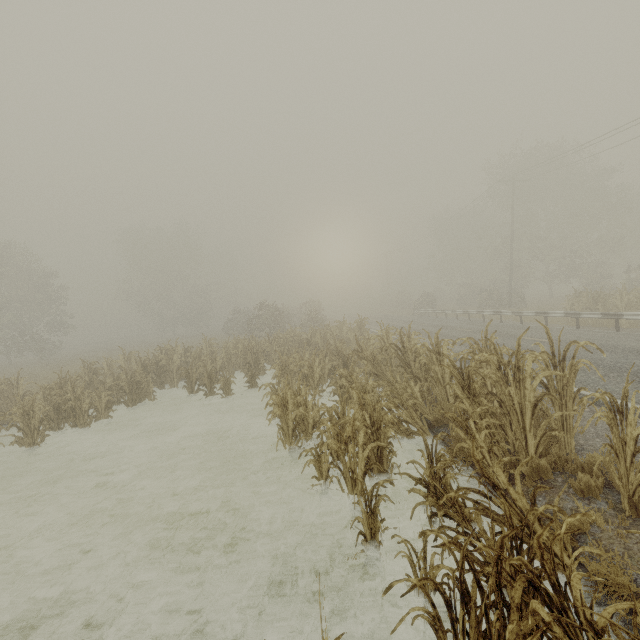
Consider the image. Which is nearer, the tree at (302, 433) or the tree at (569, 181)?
the tree at (302, 433)

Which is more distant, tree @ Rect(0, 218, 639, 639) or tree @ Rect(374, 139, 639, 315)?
tree @ Rect(374, 139, 639, 315)

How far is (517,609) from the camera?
2.22m
